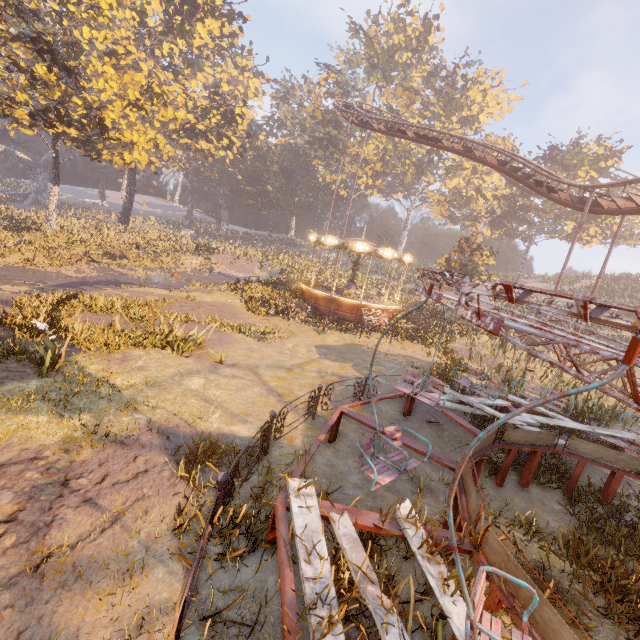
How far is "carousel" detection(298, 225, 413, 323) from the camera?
20.8m

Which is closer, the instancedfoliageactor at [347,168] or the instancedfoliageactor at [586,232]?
the instancedfoliageactor at [586,232]

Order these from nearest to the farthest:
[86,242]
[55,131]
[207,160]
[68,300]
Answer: [68,300]
[55,131]
[86,242]
[207,160]

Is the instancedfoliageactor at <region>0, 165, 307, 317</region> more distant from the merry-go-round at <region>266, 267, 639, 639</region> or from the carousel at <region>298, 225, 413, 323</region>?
the merry-go-round at <region>266, 267, 639, 639</region>

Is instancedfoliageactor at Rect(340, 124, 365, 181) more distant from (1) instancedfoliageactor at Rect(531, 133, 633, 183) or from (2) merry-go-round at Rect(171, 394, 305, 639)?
(2) merry-go-round at Rect(171, 394, 305, 639)

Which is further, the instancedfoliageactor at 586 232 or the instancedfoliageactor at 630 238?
the instancedfoliageactor at 630 238

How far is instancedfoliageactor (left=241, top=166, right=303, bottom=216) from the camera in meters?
56.2
